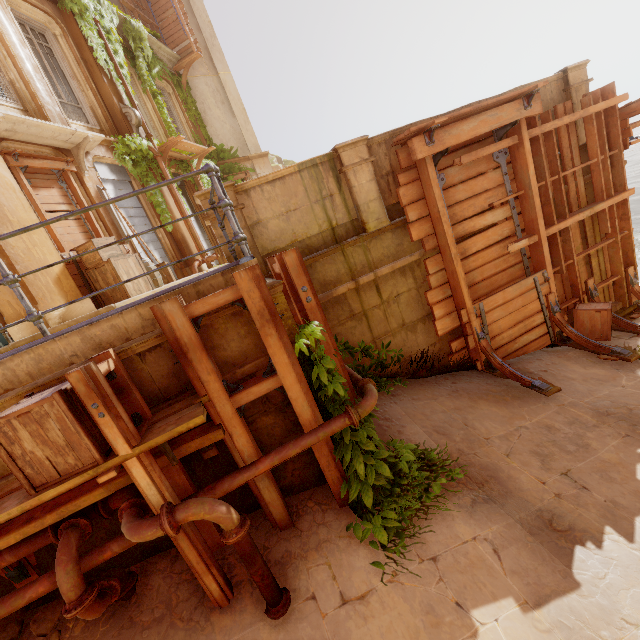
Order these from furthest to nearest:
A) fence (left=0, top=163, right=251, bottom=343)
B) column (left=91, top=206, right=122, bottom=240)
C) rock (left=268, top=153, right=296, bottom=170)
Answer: rock (left=268, top=153, right=296, bottom=170) < column (left=91, top=206, right=122, bottom=240) < fence (left=0, top=163, right=251, bottom=343)

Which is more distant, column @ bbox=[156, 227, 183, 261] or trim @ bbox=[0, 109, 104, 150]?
column @ bbox=[156, 227, 183, 261]

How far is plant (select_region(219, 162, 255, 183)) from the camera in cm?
1524

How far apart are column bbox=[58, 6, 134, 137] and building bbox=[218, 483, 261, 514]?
10.78m

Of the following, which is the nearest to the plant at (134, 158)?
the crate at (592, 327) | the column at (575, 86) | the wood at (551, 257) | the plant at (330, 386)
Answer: the wood at (551, 257)

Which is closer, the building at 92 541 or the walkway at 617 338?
the building at 92 541

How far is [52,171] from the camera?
7.8m

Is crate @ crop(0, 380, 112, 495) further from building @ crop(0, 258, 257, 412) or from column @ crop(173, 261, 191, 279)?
column @ crop(173, 261, 191, 279)
